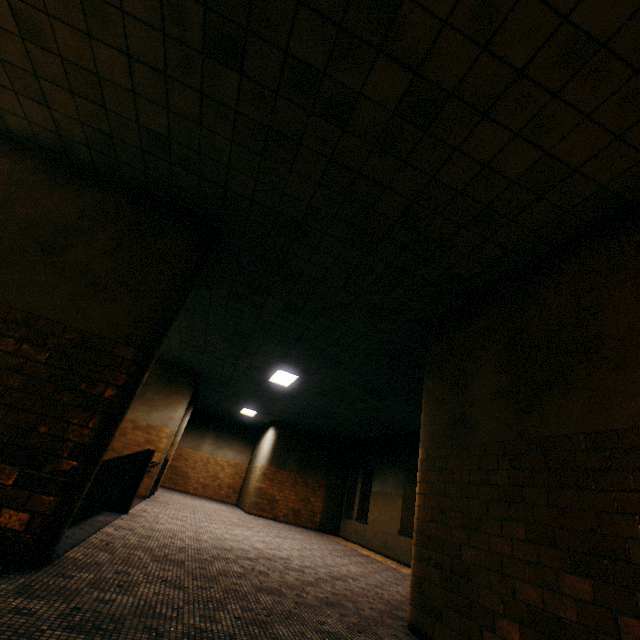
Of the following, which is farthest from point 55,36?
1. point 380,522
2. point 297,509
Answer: point 297,509

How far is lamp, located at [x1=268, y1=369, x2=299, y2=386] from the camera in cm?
923

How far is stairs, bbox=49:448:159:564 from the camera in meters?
4.0 m

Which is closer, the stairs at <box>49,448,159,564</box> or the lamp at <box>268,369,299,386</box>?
the stairs at <box>49,448,159,564</box>

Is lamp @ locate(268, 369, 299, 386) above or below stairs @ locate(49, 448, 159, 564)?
above

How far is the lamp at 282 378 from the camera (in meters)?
9.23

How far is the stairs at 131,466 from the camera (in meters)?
3.97
